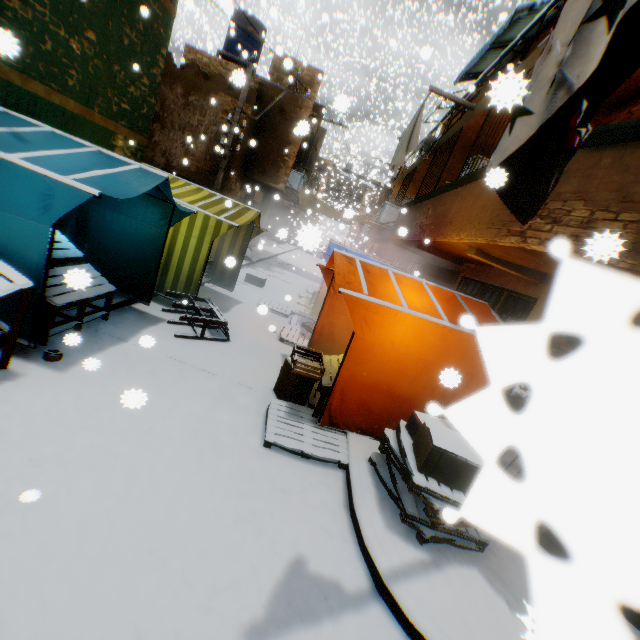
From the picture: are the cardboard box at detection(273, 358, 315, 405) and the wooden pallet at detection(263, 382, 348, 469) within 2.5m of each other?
yes

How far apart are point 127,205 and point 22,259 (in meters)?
2.75

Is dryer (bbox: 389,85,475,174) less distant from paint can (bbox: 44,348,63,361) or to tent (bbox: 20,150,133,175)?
tent (bbox: 20,150,133,175)

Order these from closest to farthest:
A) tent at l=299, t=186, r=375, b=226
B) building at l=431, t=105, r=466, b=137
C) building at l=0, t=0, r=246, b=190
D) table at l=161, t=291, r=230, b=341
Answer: building at l=0, t=0, r=246, b=190
table at l=161, t=291, r=230, b=341
building at l=431, t=105, r=466, b=137
tent at l=299, t=186, r=375, b=226

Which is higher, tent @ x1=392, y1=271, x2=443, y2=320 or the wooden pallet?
tent @ x1=392, y1=271, x2=443, y2=320

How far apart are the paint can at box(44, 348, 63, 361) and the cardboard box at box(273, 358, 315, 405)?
3.0 meters

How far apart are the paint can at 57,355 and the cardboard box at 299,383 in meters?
3.0

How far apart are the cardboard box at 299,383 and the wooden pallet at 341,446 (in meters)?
0.01
